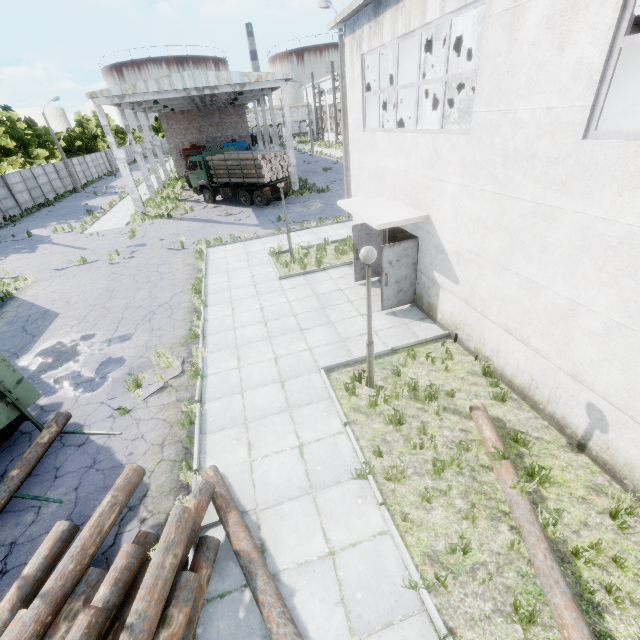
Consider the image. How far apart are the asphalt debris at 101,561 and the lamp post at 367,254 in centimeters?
566cm

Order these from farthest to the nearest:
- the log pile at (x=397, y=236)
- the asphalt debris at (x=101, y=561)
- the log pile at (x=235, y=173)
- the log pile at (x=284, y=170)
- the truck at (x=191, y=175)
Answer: the truck at (x=191, y=175) → the log pile at (x=235, y=173) → the log pile at (x=284, y=170) → the log pile at (x=397, y=236) → the asphalt debris at (x=101, y=561)

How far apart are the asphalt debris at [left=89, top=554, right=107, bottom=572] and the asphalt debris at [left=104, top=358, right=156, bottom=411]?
3.30m

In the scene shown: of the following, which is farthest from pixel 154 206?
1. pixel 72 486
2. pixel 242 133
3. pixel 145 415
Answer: pixel 72 486

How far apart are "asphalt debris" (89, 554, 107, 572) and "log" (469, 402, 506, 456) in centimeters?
597cm

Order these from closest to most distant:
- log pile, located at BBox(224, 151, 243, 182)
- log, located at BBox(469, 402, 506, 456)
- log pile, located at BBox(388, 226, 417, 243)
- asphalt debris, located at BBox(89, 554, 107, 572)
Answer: asphalt debris, located at BBox(89, 554, 107, 572)
log, located at BBox(469, 402, 506, 456)
log pile, located at BBox(388, 226, 417, 243)
log pile, located at BBox(224, 151, 243, 182)

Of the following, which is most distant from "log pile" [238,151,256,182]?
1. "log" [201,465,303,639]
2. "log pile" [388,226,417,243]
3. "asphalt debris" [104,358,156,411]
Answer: "log" [201,465,303,639]

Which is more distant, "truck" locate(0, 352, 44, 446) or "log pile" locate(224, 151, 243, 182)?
"log pile" locate(224, 151, 243, 182)
